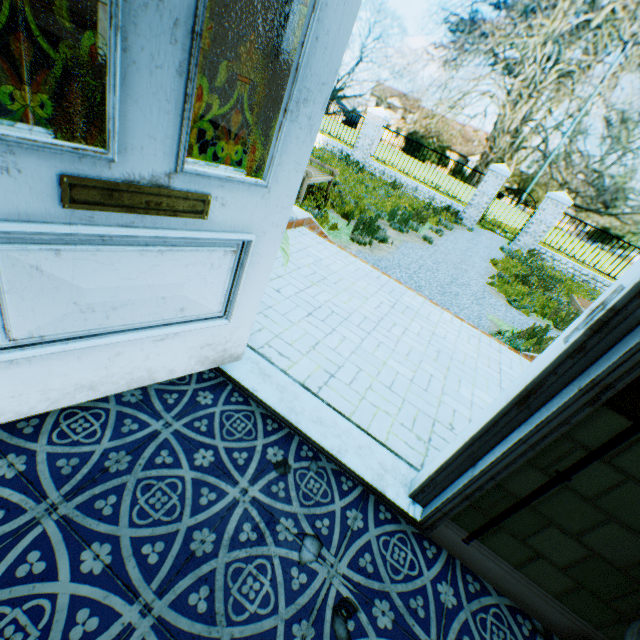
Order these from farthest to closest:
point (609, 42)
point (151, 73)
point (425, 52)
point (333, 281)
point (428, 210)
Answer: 1. point (425, 52)
2. point (609, 42)
3. point (428, 210)
4. point (333, 281)
5. point (151, 73)

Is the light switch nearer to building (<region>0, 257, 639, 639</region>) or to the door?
building (<region>0, 257, 639, 639</region>)

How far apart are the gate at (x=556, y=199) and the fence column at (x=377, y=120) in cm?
699

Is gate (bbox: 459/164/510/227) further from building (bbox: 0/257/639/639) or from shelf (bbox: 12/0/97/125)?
shelf (bbox: 12/0/97/125)

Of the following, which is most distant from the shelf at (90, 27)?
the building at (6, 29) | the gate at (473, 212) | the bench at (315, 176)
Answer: the gate at (473, 212)

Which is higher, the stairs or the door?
the door

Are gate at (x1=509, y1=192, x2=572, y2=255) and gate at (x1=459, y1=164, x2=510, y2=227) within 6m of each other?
yes

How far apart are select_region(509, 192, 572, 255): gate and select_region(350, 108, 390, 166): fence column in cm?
699
